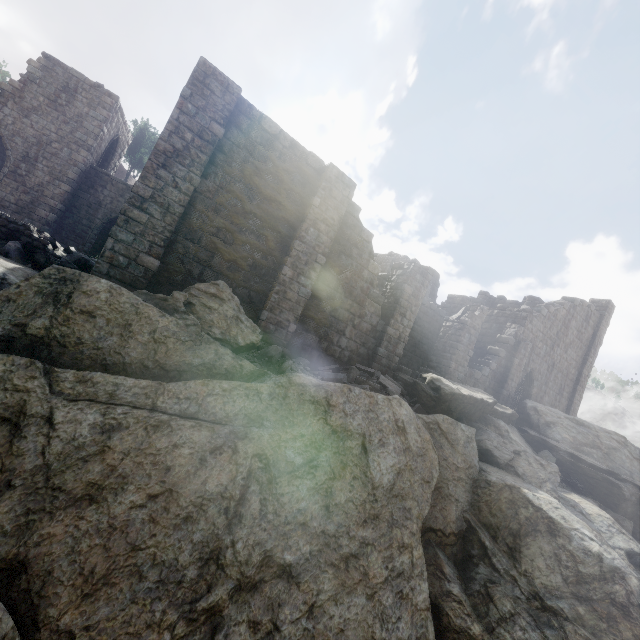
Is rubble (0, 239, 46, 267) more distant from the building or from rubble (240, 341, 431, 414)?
rubble (240, 341, 431, 414)

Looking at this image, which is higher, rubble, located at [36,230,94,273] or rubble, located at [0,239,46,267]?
rubble, located at [36,230,94,273]

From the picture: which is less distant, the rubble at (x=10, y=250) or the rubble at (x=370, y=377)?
the rubble at (x=10, y=250)

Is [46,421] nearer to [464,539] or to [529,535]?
[464,539]

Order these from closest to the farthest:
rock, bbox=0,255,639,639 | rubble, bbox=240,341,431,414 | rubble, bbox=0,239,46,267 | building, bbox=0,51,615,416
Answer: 1. rock, bbox=0,255,639,639
2. rubble, bbox=0,239,46,267
3. building, bbox=0,51,615,416
4. rubble, bbox=240,341,431,414

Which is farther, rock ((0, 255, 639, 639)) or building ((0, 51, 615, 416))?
building ((0, 51, 615, 416))

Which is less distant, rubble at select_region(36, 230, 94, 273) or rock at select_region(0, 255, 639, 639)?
rock at select_region(0, 255, 639, 639)

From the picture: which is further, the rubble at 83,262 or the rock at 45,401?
the rubble at 83,262
